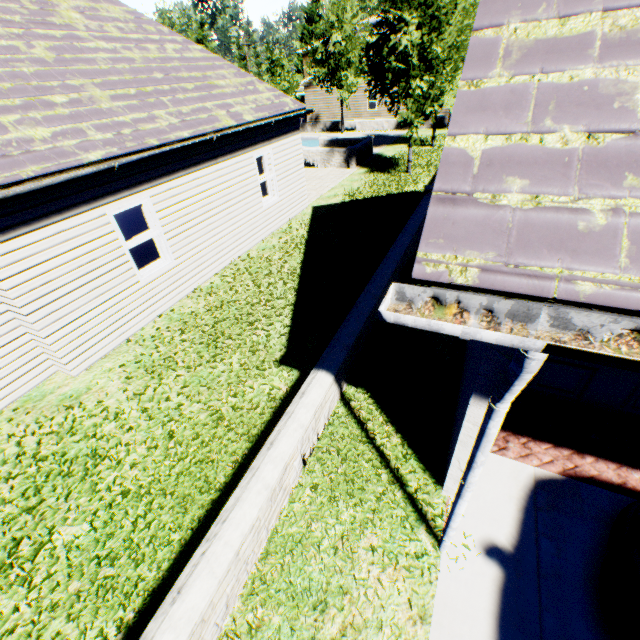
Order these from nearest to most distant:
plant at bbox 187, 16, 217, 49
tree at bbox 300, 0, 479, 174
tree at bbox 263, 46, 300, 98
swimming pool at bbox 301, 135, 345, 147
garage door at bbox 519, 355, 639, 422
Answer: garage door at bbox 519, 355, 639, 422, tree at bbox 300, 0, 479, 174, tree at bbox 263, 46, 300, 98, swimming pool at bbox 301, 135, 345, 147, plant at bbox 187, 16, 217, 49

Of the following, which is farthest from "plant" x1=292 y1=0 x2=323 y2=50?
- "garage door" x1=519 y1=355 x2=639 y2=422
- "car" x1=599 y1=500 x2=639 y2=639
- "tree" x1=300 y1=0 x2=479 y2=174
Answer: "car" x1=599 y1=500 x2=639 y2=639

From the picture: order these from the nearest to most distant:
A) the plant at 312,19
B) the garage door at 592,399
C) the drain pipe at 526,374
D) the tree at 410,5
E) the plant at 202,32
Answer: the drain pipe at 526,374, the garage door at 592,399, the tree at 410,5, the plant at 202,32, the plant at 312,19

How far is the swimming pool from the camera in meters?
28.0

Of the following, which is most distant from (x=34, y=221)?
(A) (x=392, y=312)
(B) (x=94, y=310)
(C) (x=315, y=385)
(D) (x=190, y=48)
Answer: (D) (x=190, y=48)

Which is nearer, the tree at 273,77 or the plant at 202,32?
the tree at 273,77

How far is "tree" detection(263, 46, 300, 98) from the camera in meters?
27.1

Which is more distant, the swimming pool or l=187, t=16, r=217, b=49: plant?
l=187, t=16, r=217, b=49: plant
